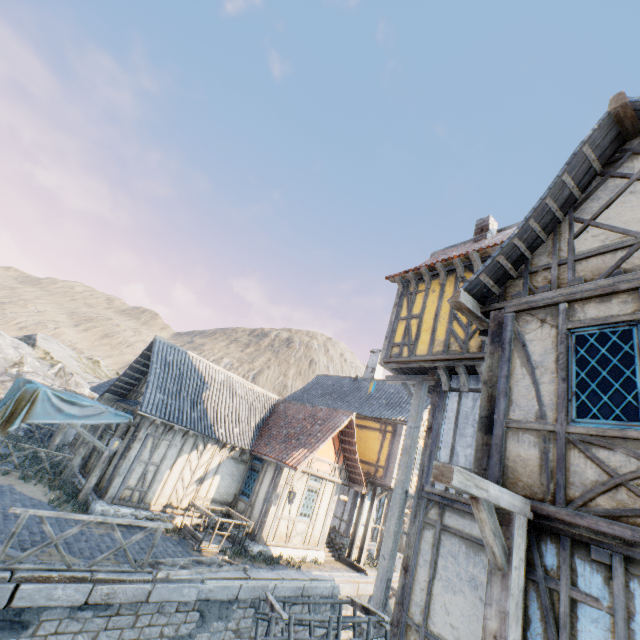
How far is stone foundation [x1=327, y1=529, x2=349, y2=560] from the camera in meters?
15.9 m

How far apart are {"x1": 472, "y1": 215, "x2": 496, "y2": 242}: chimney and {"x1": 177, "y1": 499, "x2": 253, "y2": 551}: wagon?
12.94m

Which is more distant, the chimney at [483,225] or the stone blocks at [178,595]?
the chimney at [483,225]

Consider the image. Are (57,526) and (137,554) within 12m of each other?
yes

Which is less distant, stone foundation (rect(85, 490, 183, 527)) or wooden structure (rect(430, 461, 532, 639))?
wooden structure (rect(430, 461, 532, 639))

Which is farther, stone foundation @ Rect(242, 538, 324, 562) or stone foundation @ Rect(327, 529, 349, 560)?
stone foundation @ Rect(327, 529, 349, 560)

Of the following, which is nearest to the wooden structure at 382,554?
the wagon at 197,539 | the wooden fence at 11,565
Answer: the wooden fence at 11,565

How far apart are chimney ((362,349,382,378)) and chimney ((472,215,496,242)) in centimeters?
1245cm
